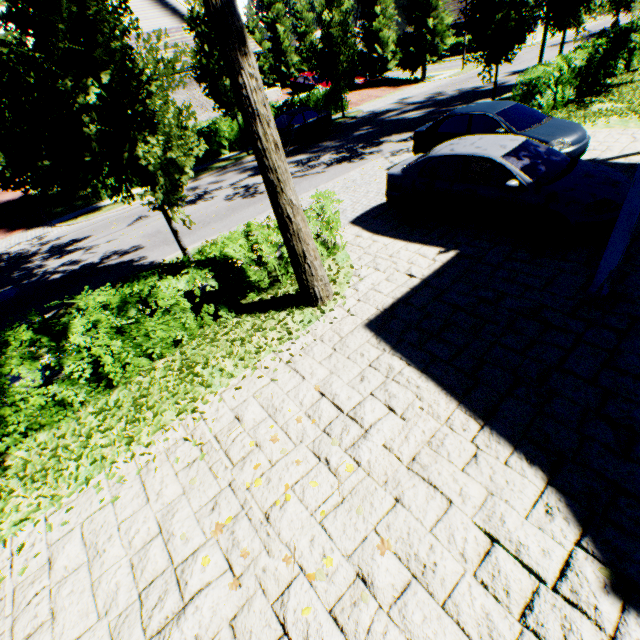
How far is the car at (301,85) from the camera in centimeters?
2895cm

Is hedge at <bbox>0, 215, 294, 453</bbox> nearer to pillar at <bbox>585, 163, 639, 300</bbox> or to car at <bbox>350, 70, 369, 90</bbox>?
pillar at <bbox>585, 163, 639, 300</bbox>

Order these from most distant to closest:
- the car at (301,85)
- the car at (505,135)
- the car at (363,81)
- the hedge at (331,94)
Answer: the car at (363,81) < the car at (301,85) < the hedge at (331,94) < the car at (505,135)

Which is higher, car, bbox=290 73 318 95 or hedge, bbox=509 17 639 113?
car, bbox=290 73 318 95

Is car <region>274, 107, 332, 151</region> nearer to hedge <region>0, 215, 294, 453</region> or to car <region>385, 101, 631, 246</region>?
car <region>385, 101, 631, 246</region>

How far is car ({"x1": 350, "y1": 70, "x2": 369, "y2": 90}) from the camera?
29.8 meters

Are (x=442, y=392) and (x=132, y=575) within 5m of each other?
yes

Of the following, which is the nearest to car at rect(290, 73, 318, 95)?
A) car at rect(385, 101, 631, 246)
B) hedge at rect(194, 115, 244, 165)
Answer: hedge at rect(194, 115, 244, 165)
